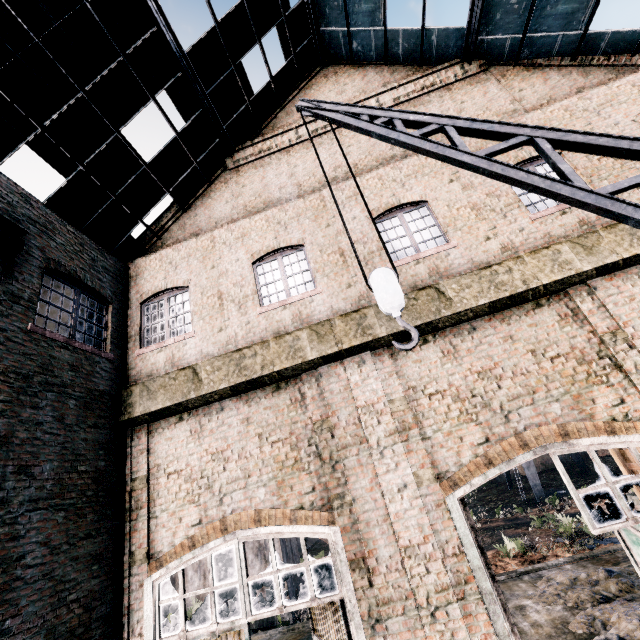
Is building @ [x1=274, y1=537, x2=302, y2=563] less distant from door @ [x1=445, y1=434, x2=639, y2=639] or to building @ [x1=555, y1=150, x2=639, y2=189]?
building @ [x1=555, y1=150, x2=639, y2=189]

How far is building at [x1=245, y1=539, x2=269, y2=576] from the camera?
21.3m

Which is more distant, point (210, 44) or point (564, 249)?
point (210, 44)

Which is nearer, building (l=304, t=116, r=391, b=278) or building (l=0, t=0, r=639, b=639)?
building (l=0, t=0, r=639, b=639)

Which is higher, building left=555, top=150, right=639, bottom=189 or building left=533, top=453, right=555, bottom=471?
building left=555, top=150, right=639, bottom=189

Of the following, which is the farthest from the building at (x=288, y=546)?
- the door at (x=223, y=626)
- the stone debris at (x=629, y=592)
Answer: the door at (x=223, y=626)

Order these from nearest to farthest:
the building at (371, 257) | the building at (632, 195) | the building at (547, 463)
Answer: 1. the building at (632, 195)
2. the building at (371, 257)
3. the building at (547, 463)
